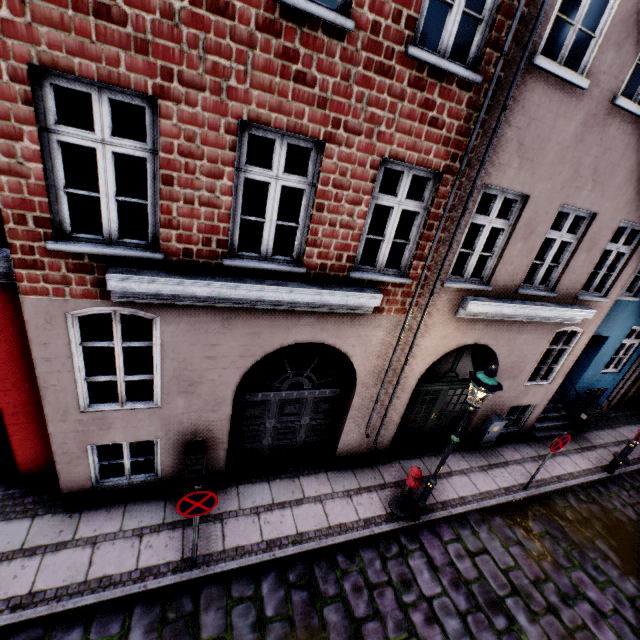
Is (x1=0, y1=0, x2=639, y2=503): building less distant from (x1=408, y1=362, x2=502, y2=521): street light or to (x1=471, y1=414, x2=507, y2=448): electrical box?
(x1=471, y1=414, x2=507, y2=448): electrical box

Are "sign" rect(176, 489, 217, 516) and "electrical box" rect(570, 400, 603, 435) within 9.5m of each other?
no

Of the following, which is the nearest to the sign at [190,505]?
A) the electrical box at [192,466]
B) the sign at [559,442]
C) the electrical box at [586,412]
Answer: the electrical box at [192,466]

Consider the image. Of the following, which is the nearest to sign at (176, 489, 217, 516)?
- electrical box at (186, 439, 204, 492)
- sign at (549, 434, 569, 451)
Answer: electrical box at (186, 439, 204, 492)

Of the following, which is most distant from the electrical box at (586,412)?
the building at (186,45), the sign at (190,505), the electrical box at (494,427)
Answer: the sign at (190,505)

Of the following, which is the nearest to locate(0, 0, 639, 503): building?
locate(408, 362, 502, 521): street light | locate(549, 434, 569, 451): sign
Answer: locate(408, 362, 502, 521): street light

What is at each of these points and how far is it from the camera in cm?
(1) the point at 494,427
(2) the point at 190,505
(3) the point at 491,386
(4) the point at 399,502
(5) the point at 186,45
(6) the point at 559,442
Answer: (1) electrical box, 880
(2) sign, 445
(3) street light, 505
(4) hydrant, 687
(5) building, 338
(6) sign, 735

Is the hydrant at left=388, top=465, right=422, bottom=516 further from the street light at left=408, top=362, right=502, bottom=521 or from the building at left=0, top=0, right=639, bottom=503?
the building at left=0, top=0, right=639, bottom=503
